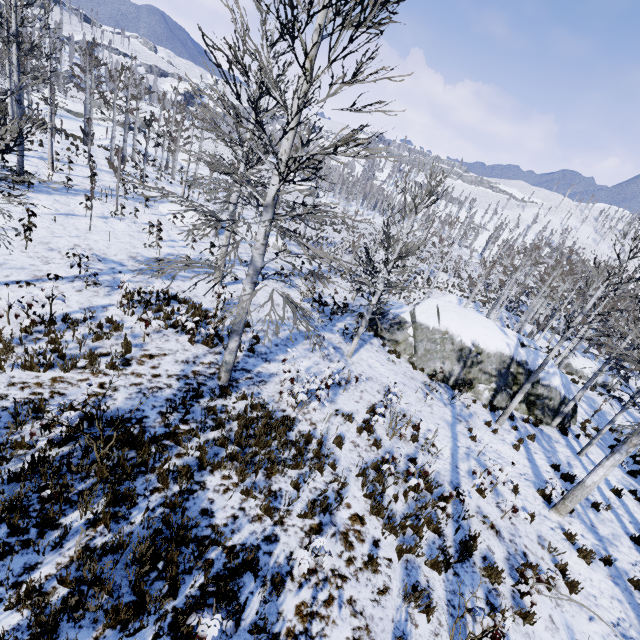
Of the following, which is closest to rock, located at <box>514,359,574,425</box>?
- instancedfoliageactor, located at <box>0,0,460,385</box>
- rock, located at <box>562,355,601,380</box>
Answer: instancedfoliageactor, located at <box>0,0,460,385</box>

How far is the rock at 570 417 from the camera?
16.2m

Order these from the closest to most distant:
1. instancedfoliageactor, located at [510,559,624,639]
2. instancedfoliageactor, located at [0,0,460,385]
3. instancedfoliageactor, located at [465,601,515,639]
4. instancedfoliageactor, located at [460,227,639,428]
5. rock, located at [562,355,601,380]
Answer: instancedfoliageactor, located at [510,559,624,639] → instancedfoliageactor, located at [465,601,515,639] → instancedfoliageactor, located at [0,0,460,385] → instancedfoliageactor, located at [460,227,639,428] → rock, located at [562,355,601,380]

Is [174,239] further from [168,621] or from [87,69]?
[87,69]

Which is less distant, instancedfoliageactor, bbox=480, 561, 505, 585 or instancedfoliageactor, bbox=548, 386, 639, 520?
instancedfoliageactor, bbox=480, 561, 505, 585

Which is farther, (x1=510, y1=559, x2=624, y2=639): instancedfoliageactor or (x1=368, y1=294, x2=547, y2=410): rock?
(x1=368, y1=294, x2=547, y2=410): rock

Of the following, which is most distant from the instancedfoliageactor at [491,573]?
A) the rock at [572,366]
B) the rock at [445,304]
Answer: the rock at [572,366]
